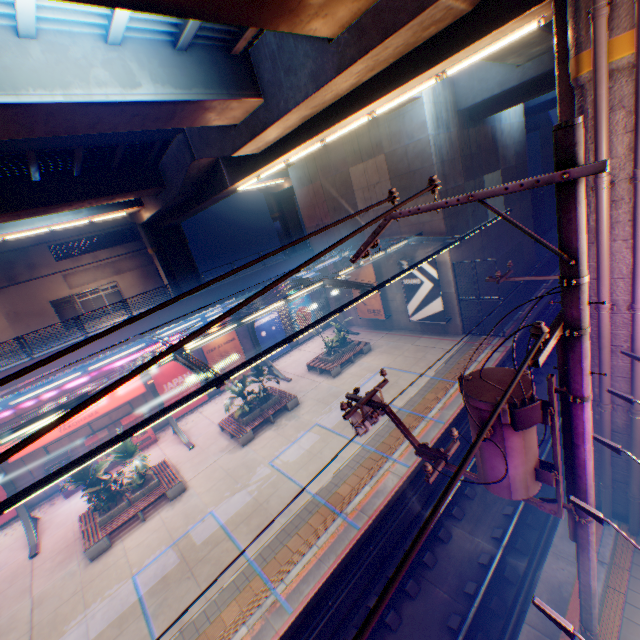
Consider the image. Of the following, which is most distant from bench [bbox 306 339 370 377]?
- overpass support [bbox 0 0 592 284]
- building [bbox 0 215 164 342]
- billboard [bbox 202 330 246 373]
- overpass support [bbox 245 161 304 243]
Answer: building [bbox 0 215 164 342]

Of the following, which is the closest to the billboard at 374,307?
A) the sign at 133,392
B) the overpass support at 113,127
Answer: the overpass support at 113,127

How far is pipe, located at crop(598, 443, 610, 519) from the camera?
7.99m

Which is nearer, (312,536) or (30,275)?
(312,536)

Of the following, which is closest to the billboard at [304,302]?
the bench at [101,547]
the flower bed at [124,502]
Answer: the bench at [101,547]

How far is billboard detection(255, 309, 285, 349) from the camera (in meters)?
24.56

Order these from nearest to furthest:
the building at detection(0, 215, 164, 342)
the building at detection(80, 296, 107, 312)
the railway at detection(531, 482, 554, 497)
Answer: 1. the railway at detection(531, 482, 554, 497)
2. the building at detection(0, 215, 164, 342)
3. the building at detection(80, 296, 107, 312)

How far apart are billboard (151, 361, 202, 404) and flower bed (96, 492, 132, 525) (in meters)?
6.17
